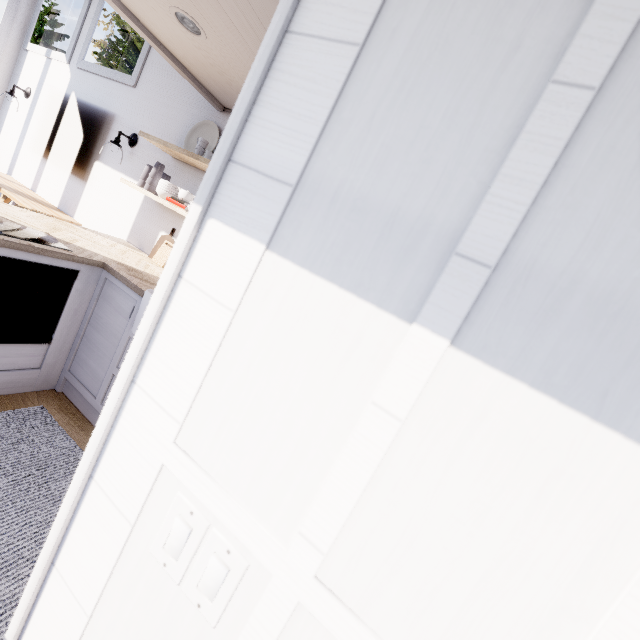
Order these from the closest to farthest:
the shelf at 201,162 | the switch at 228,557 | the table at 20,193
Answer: the switch at 228,557
the shelf at 201,162
the table at 20,193

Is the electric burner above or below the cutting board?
below

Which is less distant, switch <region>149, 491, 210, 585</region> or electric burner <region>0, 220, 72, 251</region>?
switch <region>149, 491, 210, 585</region>

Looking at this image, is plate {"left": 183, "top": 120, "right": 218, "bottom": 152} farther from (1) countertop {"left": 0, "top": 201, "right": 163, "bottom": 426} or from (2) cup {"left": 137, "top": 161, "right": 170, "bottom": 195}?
(1) countertop {"left": 0, "top": 201, "right": 163, "bottom": 426}

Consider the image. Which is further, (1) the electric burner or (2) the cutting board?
(2) the cutting board

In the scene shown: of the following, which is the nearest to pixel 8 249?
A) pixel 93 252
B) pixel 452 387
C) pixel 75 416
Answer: pixel 93 252

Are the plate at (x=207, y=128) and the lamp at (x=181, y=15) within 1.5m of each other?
yes

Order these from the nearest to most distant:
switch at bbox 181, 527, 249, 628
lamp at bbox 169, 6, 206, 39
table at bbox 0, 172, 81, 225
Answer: switch at bbox 181, 527, 249, 628, lamp at bbox 169, 6, 206, 39, table at bbox 0, 172, 81, 225
